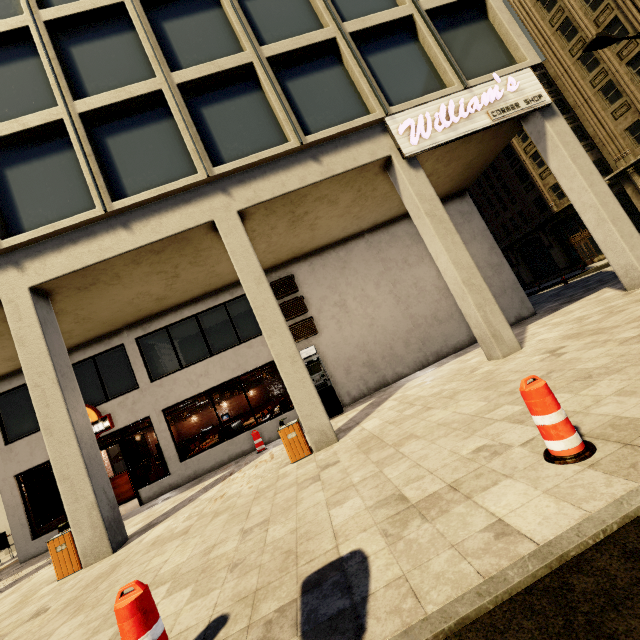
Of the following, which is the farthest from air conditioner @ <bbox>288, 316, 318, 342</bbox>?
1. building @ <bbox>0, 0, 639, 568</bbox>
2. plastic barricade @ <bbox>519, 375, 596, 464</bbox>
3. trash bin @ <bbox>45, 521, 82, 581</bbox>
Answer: plastic barricade @ <bbox>519, 375, 596, 464</bbox>

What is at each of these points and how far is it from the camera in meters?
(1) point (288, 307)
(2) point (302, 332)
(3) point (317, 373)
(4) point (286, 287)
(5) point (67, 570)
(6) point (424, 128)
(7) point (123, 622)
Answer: (1) air conditioner, 12.0
(2) air conditioner, 11.9
(3) atm, 11.0
(4) air conditioner, 12.2
(5) trash bin, 6.3
(6) sign, 8.6
(7) plastic barricade, 2.3

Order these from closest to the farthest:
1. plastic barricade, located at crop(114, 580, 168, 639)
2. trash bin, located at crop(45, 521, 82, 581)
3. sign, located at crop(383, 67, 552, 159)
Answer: plastic barricade, located at crop(114, 580, 168, 639), trash bin, located at crop(45, 521, 82, 581), sign, located at crop(383, 67, 552, 159)

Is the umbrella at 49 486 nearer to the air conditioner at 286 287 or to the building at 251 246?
the building at 251 246

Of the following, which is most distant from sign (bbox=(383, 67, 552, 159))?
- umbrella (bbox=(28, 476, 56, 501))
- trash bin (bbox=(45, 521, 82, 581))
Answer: umbrella (bbox=(28, 476, 56, 501))

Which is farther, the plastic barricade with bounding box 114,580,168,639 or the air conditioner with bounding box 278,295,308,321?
the air conditioner with bounding box 278,295,308,321

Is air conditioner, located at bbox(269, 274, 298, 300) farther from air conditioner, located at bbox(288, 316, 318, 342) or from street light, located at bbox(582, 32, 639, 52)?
street light, located at bbox(582, 32, 639, 52)

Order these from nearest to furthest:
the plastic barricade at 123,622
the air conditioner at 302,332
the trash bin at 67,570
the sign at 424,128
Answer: the plastic barricade at 123,622 → the trash bin at 67,570 → the sign at 424,128 → the air conditioner at 302,332
